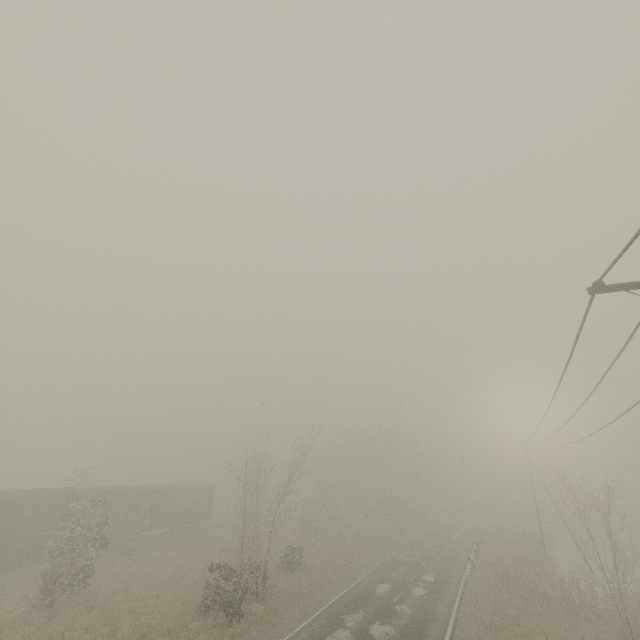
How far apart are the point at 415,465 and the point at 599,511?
13.8 meters

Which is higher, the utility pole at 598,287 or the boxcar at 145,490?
the utility pole at 598,287

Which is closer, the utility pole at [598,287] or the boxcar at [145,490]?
the utility pole at [598,287]

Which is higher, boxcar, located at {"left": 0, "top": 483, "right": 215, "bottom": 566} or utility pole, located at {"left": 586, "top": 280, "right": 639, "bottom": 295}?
utility pole, located at {"left": 586, "top": 280, "right": 639, "bottom": 295}

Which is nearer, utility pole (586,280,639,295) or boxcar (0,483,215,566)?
utility pole (586,280,639,295)
